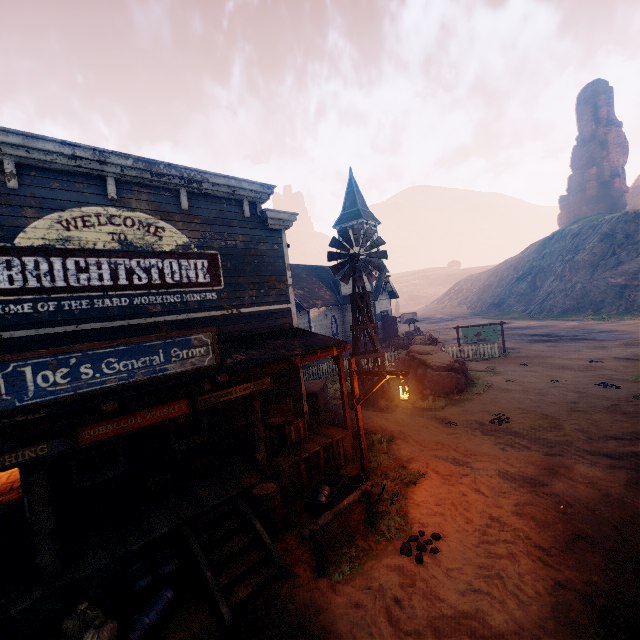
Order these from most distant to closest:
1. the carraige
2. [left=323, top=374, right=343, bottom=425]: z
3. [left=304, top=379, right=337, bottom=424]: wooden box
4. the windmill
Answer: the carraige, the windmill, [left=323, top=374, right=343, bottom=425]: z, [left=304, top=379, right=337, bottom=424]: wooden box

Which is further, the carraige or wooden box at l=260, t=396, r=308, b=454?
the carraige

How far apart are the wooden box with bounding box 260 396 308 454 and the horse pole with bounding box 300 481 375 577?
2.68m

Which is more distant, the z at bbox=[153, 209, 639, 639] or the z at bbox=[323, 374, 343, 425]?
the z at bbox=[323, 374, 343, 425]

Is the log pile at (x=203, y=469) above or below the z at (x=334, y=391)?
above

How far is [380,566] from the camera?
5.9m

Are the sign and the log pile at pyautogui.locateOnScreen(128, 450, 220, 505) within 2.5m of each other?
no

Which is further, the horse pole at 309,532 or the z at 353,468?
the z at 353,468
